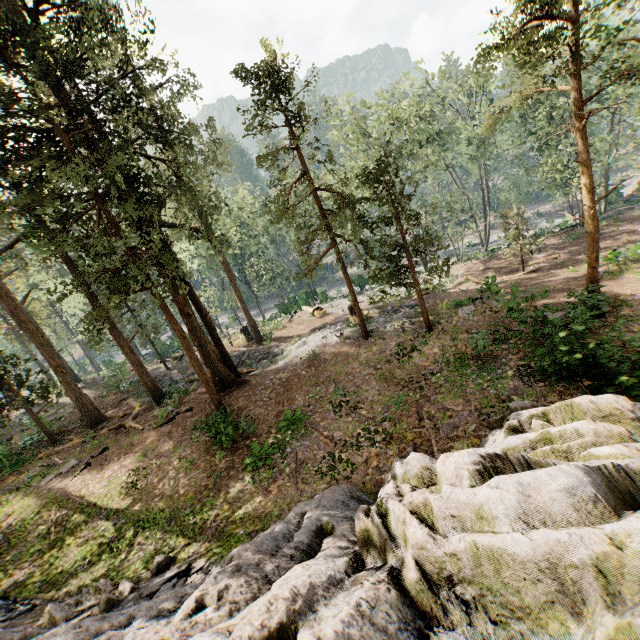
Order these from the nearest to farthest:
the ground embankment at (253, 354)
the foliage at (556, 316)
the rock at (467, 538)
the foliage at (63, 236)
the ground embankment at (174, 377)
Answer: →
the rock at (467, 538)
the foliage at (556, 316)
the foliage at (63, 236)
the ground embankment at (253, 354)
the ground embankment at (174, 377)

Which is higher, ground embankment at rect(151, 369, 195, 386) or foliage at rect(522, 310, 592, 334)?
foliage at rect(522, 310, 592, 334)

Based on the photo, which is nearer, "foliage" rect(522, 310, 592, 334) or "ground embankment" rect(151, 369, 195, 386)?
"foliage" rect(522, 310, 592, 334)

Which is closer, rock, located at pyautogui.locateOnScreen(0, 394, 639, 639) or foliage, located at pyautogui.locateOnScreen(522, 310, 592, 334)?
rock, located at pyautogui.locateOnScreen(0, 394, 639, 639)

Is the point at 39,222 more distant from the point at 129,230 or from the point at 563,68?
the point at 563,68

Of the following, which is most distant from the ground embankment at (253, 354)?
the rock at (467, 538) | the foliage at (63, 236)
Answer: the rock at (467, 538)

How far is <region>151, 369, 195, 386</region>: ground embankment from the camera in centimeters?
2670cm

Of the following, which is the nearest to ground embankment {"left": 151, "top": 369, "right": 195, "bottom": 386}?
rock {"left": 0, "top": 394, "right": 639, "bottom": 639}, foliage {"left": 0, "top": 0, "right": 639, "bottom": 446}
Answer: foliage {"left": 0, "top": 0, "right": 639, "bottom": 446}
